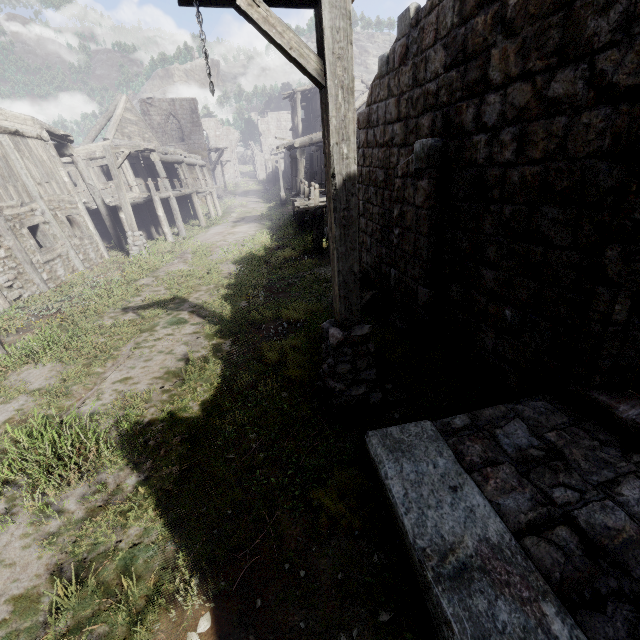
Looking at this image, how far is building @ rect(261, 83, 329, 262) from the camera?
13.1m

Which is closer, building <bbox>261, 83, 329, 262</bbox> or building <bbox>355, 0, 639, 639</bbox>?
building <bbox>355, 0, 639, 639</bbox>

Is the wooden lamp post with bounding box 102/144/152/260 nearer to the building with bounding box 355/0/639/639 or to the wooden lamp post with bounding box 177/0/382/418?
the building with bounding box 355/0/639/639

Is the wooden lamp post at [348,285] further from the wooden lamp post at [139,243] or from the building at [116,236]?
the wooden lamp post at [139,243]

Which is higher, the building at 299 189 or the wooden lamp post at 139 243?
the building at 299 189

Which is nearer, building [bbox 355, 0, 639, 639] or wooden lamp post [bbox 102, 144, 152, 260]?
building [bbox 355, 0, 639, 639]

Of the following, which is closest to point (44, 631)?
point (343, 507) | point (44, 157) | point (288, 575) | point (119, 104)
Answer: Result: point (288, 575)

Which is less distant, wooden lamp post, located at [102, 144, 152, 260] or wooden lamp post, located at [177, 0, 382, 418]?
wooden lamp post, located at [177, 0, 382, 418]
